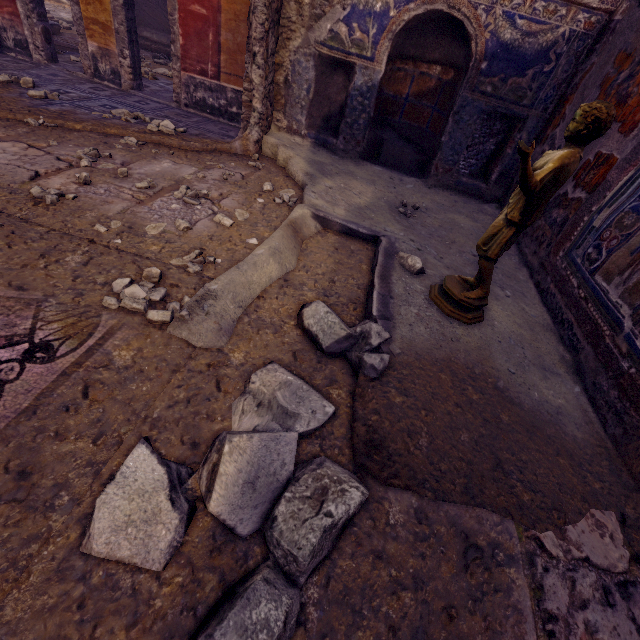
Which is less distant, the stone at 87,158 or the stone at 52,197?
the stone at 52,197

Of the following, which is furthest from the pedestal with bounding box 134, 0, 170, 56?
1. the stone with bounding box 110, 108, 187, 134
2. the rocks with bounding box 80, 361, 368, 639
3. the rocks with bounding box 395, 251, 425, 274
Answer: the rocks with bounding box 80, 361, 368, 639

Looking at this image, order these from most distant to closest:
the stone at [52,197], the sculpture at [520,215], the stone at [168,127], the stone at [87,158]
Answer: the stone at [168,127] → the stone at [87,158] → the stone at [52,197] → the sculpture at [520,215]

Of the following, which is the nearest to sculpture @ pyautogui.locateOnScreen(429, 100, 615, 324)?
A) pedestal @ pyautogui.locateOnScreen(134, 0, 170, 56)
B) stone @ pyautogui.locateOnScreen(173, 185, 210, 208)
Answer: stone @ pyautogui.locateOnScreen(173, 185, 210, 208)

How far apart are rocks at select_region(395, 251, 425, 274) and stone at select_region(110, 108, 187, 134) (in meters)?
3.05

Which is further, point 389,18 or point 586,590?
point 389,18

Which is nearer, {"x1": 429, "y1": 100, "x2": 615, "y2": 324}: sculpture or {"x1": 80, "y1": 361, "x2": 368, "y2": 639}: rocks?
{"x1": 80, "y1": 361, "x2": 368, "y2": 639}: rocks

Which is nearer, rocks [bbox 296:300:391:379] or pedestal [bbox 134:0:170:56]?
rocks [bbox 296:300:391:379]
